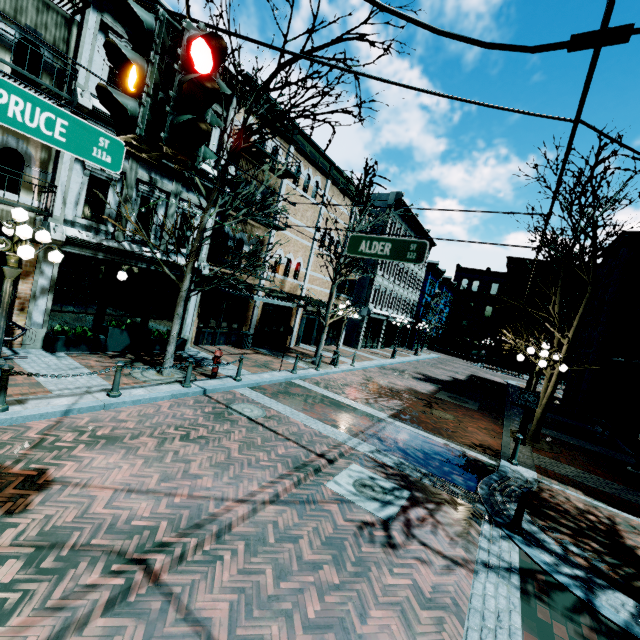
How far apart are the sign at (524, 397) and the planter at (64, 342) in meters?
12.9 m

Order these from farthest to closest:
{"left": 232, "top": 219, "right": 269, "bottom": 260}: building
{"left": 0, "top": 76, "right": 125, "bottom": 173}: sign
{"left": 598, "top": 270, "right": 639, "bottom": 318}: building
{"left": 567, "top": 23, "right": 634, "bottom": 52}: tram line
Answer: {"left": 598, "top": 270, "right": 639, "bottom": 318}: building, {"left": 232, "top": 219, "right": 269, "bottom": 260}: building, {"left": 0, "top": 76, "right": 125, "bottom": 173}: sign, {"left": 567, "top": 23, "right": 634, "bottom": 52}: tram line

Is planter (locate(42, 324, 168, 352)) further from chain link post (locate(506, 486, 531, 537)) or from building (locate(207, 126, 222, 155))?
chain link post (locate(506, 486, 531, 537))

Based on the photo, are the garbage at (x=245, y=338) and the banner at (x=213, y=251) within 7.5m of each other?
yes

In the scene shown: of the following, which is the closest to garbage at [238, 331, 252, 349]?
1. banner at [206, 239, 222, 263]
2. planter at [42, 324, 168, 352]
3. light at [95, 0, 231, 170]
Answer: banner at [206, 239, 222, 263]

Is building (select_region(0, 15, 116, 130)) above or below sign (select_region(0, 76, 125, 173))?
above

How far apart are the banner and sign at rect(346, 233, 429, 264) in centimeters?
794cm

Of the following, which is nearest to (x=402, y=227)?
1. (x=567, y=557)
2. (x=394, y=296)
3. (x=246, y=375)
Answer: (x=394, y=296)
